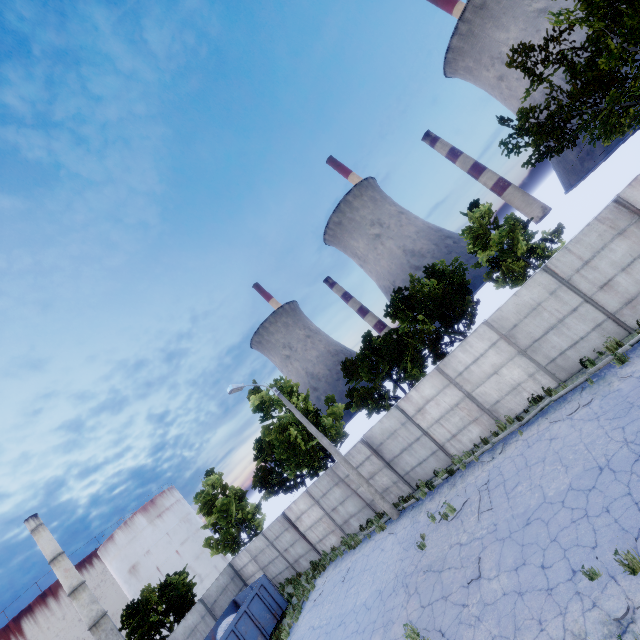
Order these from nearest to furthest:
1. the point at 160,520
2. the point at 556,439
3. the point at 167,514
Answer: the point at 556,439
the point at 160,520
the point at 167,514

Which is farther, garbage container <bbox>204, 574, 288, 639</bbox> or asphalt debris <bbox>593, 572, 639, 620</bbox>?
garbage container <bbox>204, 574, 288, 639</bbox>

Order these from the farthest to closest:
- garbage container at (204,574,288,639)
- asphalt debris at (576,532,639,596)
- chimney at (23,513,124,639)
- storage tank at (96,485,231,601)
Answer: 1. storage tank at (96,485,231,601)
2. chimney at (23,513,124,639)
3. garbage container at (204,574,288,639)
4. asphalt debris at (576,532,639,596)

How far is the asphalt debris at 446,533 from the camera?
10.7 meters

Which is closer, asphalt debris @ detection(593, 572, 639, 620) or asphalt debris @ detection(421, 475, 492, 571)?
asphalt debris @ detection(593, 572, 639, 620)

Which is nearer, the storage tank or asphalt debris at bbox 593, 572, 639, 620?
asphalt debris at bbox 593, 572, 639, 620

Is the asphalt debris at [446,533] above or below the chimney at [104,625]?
Result: below

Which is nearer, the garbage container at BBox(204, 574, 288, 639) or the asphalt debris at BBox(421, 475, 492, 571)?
the asphalt debris at BBox(421, 475, 492, 571)
